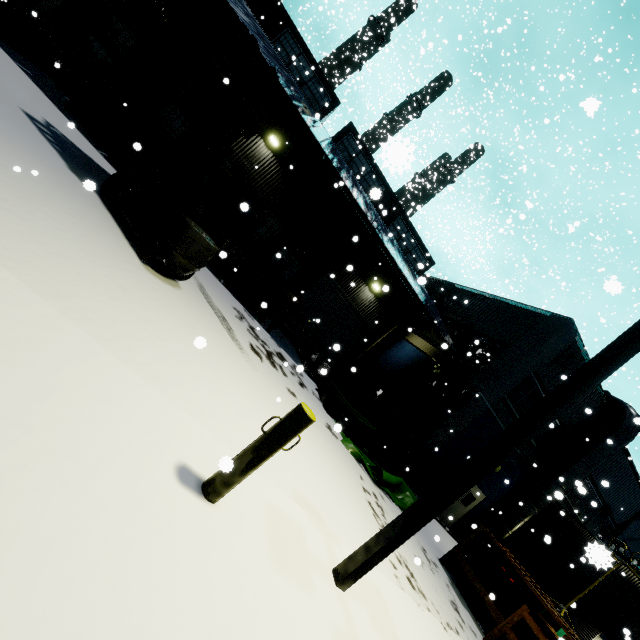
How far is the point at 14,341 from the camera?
2.3m

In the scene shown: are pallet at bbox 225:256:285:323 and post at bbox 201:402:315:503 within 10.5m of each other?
yes

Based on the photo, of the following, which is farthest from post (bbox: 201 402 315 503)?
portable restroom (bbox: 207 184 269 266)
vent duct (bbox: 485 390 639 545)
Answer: portable restroom (bbox: 207 184 269 266)

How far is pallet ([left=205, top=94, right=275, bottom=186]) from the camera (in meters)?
7.68

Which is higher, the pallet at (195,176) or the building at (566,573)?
the building at (566,573)

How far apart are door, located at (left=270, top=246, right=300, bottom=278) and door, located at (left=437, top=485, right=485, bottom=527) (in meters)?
12.65

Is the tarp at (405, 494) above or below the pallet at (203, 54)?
below

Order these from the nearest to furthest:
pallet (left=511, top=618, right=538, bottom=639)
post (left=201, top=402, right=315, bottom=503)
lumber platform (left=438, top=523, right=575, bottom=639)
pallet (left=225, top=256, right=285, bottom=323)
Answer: post (left=201, top=402, right=315, bottom=503), lumber platform (left=438, top=523, right=575, bottom=639), pallet (left=511, top=618, right=538, bottom=639), pallet (left=225, top=256, right=285, bottom=323)
